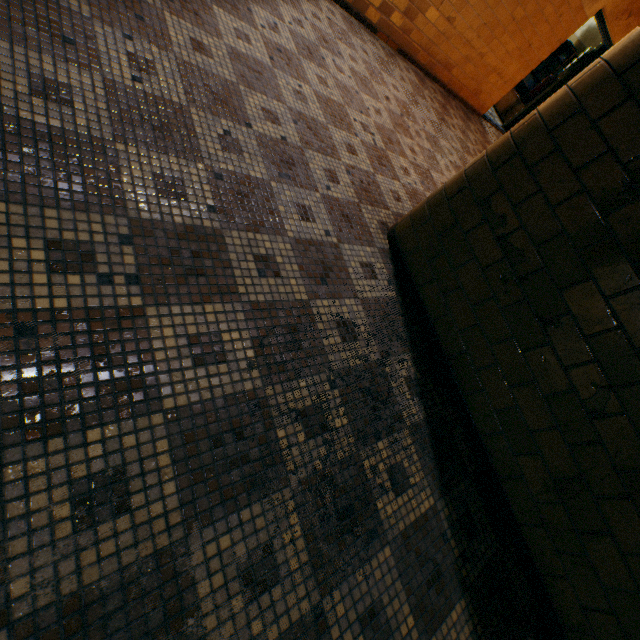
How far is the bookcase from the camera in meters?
8.3

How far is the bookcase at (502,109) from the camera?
8.3 meters

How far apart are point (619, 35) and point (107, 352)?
9.70m
